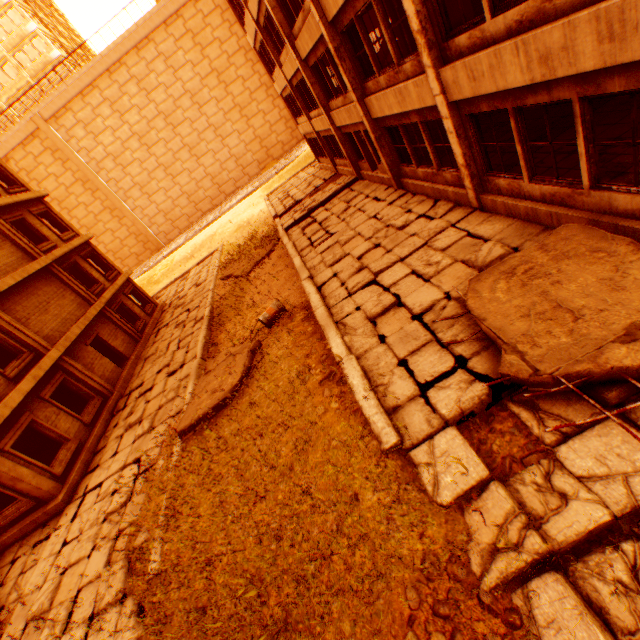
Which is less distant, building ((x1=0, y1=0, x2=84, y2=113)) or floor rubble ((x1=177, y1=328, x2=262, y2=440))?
floor rubble ((x1=177, y1=328, x2=262, y2=440))

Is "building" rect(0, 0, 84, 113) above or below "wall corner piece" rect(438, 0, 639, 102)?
above

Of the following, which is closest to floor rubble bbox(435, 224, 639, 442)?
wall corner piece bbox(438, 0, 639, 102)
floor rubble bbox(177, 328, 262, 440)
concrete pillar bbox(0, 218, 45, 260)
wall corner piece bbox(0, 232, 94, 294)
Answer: wall corner piece bbox(438, 0, 639, 102)

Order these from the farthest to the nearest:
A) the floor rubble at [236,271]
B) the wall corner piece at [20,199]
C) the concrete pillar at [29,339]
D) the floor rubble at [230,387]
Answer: the floor rubble at [236,271] → the wall corner piece at [20,199] → the concrete pillar at [29,339] → the floor rubble at [230,387]

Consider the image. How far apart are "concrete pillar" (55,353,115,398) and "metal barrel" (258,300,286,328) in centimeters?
913cm

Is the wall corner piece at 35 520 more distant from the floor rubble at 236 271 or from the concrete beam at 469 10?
the concrete beam at 469 10

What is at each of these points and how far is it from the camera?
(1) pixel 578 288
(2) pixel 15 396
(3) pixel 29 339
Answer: (1) floor rubble, 4.7 meters
(2) wall corner piece, 11.0 meters
(3) concrete pillar, 12.9 meters

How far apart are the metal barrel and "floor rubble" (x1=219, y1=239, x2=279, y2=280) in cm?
654
